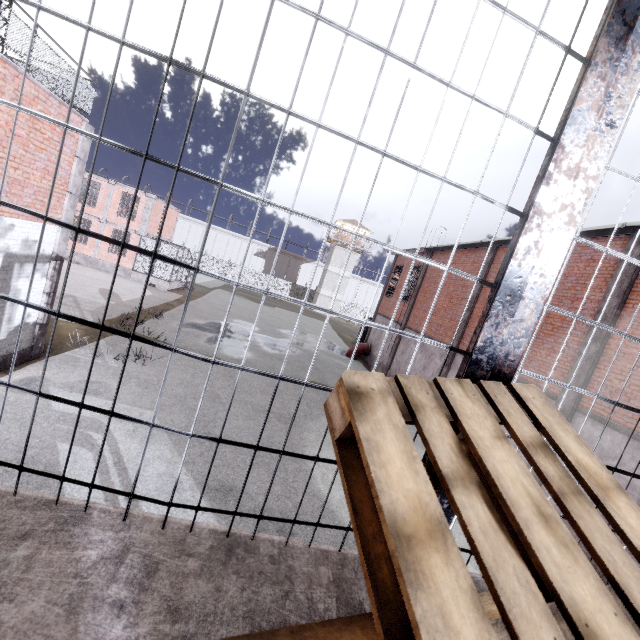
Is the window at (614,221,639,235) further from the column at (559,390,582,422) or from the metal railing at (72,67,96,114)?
the metal railing at (72,67,96,114)

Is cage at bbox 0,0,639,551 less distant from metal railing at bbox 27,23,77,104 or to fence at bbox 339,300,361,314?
metal railing at bbox 27,23,77,104

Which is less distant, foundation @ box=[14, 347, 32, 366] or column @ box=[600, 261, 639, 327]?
column @ box=[600, 261, 639, 327]

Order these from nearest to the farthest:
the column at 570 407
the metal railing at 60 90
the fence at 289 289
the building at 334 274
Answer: the metal railing at 60 90 → the column at 570 407 → the building at 334 274 → the fence at 289 289

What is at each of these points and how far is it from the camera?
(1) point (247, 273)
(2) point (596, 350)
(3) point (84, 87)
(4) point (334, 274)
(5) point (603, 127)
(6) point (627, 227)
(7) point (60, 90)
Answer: (1) fence, 56.3 meters
(2) column, 8.7 meters
(3) metal railing, 8.5 meters
(4) building, 52.2 meters
(5) cage, 1.1 meters
(6) window, 8.6 meters
(7) metal railing, 7.8 meters

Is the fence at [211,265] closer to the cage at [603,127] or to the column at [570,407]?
the cage at [603,127]

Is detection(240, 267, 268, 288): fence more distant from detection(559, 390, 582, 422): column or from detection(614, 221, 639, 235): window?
detection(559, 390, 582, 422): column

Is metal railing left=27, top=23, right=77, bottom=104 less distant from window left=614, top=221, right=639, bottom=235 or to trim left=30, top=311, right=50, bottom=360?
trim left=30, top=311, right=50, bottom=360
